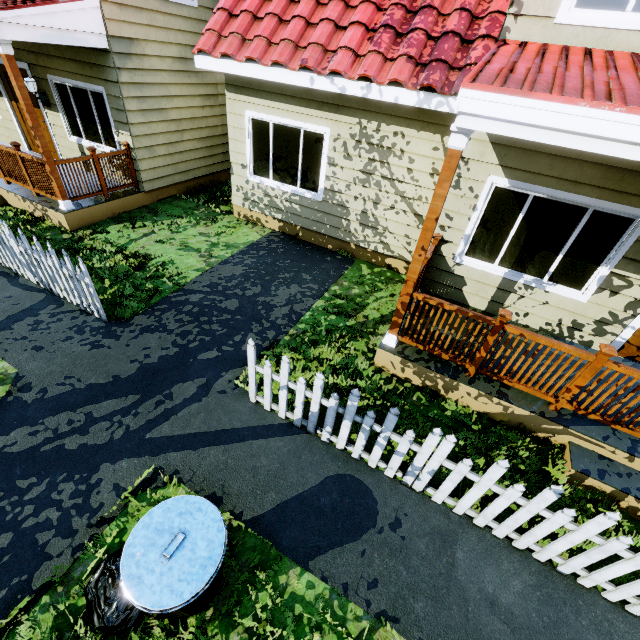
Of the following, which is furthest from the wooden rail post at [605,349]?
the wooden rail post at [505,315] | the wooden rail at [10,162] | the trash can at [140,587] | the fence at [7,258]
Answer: the wooden rail at [10,162]

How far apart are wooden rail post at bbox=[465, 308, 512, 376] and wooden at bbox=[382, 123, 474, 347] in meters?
1.0 m

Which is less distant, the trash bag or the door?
the trash bag

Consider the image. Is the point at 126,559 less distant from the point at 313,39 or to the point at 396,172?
the point at 396,172

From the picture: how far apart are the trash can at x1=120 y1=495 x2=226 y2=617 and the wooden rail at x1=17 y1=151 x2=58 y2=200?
7.4m

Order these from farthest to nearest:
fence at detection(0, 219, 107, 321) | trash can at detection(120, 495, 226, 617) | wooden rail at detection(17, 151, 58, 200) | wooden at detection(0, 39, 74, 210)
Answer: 1. wooden rail at detection(17, 151, 58, 200)
2. wooden at detection(0, 39, 74, 210)
3. fence at detection(0, 219, 107, 321)
4. trash can at detection(120, 495, 226, 617)

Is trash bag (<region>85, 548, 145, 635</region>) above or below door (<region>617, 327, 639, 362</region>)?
below

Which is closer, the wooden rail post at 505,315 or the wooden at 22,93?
the wooden rail post at 505,315
